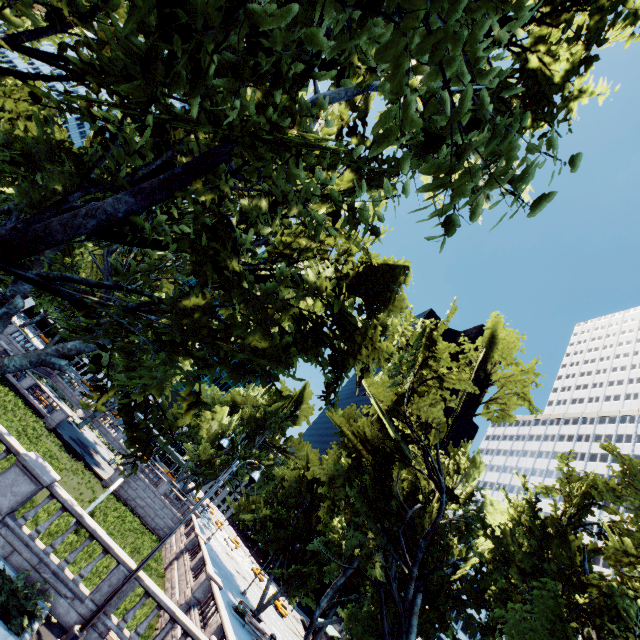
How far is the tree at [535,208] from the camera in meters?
3.2

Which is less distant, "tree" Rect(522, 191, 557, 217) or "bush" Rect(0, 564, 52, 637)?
"tree" Rect(522, 191, 557, 217)

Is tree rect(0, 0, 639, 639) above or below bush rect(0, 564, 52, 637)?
above

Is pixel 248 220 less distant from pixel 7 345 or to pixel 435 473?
pixel 435 473

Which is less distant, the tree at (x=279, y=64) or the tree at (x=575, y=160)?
the tree at (x=279, y=64)

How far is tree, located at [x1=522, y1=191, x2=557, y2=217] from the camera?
3.2 meters

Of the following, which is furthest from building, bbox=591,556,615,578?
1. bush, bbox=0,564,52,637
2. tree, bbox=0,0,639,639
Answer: bush, bbox=0,564,52,637

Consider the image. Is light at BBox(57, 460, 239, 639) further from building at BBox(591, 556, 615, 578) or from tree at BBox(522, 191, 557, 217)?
building at BBox(591, 556, 615, 578)
